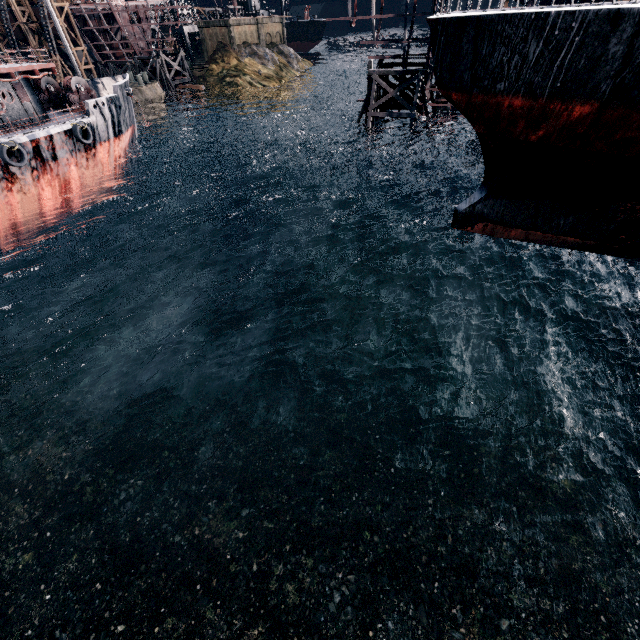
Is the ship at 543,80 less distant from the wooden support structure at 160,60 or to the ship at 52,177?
the ship at 52,177

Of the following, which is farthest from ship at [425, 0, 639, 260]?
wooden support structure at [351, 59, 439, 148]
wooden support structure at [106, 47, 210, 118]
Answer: wooden support structure at [106, 47, 210, 118]

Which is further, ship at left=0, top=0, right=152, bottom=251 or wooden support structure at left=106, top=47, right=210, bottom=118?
wooden support structure at left=106, top=47, right=210, bottom=118

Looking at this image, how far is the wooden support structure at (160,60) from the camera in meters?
54.9

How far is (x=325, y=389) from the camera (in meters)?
17.78

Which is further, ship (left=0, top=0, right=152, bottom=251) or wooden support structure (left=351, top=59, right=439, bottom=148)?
wooden support structure (left=351, top=59, right=439, bottom=148)

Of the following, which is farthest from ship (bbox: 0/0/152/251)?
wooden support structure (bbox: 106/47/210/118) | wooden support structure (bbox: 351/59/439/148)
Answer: wooden support structure (bbox: 106/47/210/118)

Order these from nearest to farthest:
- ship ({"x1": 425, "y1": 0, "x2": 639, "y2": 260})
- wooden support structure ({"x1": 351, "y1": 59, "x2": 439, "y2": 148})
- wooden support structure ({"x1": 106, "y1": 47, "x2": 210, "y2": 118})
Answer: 1. ship ({"x1": 425, "y1": 0, "x2": 639, "y2": 260})
2. wooden support structure ({"x1": 351, "y1": 59, "x2": 439, "y2": 148})
3. wooden support structure ({"x1": 106, "y1": 47, "x2": 210, "y2": 118})
